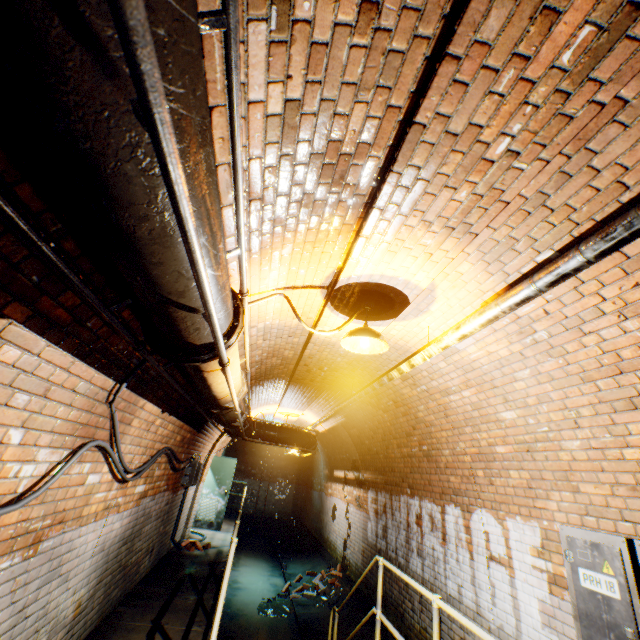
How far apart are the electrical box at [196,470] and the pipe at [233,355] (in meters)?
4.30

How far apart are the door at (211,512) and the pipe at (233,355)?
8.34m

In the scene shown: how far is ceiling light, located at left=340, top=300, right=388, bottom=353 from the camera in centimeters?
307cm

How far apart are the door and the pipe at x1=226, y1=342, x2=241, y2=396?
8.3m

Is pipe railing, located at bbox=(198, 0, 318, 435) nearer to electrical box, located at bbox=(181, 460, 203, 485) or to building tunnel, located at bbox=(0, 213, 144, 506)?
building tunnel, located at bbox=(0, 213, 144, 506)

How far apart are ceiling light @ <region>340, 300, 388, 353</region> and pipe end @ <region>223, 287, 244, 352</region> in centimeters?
128cm

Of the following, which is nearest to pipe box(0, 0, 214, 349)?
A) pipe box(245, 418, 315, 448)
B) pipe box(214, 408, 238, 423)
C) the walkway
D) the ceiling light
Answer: the ceiling light

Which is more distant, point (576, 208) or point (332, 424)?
point (332, 424)
